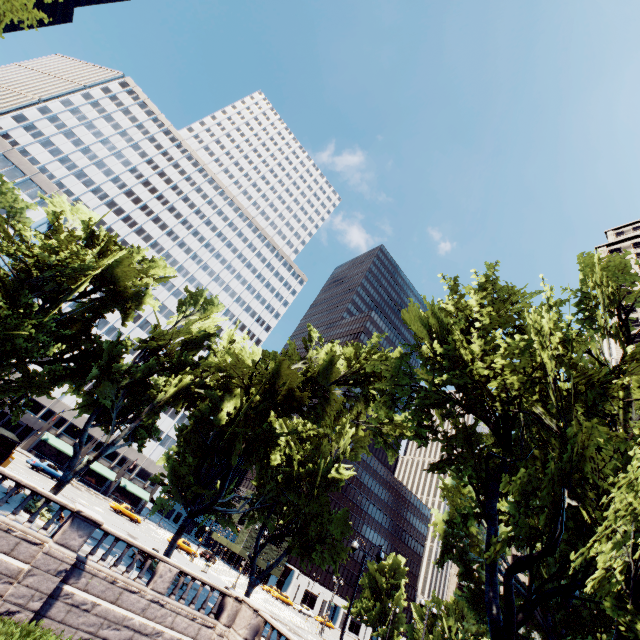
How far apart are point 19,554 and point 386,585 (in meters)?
56.37

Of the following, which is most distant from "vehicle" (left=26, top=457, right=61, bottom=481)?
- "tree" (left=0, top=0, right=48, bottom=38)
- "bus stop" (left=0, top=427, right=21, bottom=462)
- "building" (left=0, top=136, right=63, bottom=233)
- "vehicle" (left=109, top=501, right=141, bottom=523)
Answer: "building" (left=0, top=136, right=63, bottom=233)

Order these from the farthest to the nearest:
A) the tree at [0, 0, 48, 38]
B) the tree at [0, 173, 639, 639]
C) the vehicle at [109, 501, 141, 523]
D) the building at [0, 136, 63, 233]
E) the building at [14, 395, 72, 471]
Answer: the building at [14, 395, 72, 471] → the building at [0, 136, 63, 233] → the vehicle at [109, 501, 141, 523] → the tree at [0, 0, 48, 38] → the tree at [0, 173, 639, 639]

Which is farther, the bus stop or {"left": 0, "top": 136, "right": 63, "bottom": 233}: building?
{"left": 0, "top": 136, "right": 63, "bottom": 233}: building

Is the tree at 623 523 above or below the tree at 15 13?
below

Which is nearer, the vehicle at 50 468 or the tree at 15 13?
the tree at 15 13

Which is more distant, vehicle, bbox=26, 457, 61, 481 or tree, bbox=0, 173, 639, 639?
vehicle, bbox=26, 457, 61, 481

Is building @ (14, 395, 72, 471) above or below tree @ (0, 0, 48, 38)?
below
